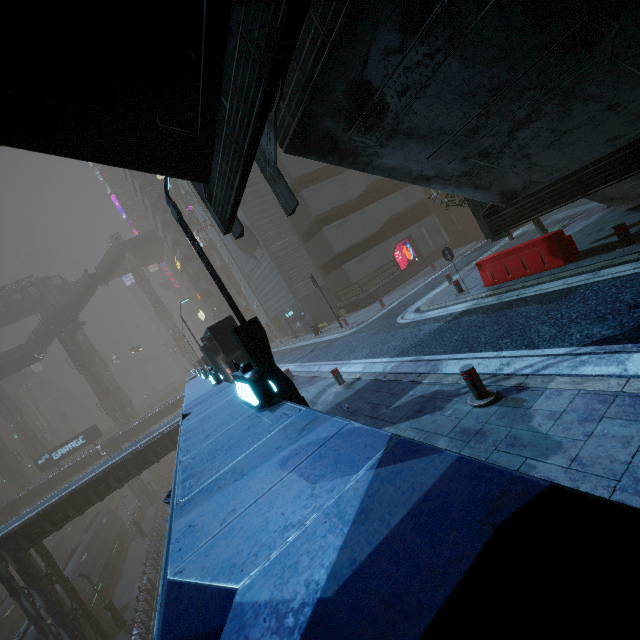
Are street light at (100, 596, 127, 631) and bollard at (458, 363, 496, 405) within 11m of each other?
no

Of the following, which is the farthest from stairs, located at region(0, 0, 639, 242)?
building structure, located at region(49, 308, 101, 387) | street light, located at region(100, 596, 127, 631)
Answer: building structure, located at region(49, 308, 101, 387)

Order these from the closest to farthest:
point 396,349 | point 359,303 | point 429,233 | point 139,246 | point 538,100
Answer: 1. point 538,100
2. point 396,349
3. point 359,303
4. point 429,233
5. point 139,246

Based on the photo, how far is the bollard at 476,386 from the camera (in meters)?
4.94

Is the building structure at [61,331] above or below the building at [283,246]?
above

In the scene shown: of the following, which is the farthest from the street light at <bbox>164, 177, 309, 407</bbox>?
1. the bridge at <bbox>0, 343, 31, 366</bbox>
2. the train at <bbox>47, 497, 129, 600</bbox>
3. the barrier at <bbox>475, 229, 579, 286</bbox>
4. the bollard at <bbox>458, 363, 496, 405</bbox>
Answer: the bridge at <bbox>0, 343, 31, 366</bbox>

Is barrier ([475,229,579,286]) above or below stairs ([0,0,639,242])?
below

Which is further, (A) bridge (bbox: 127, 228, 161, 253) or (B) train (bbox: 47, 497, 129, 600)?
(A) bridge (bbox: 127, 228, 161, 253)
